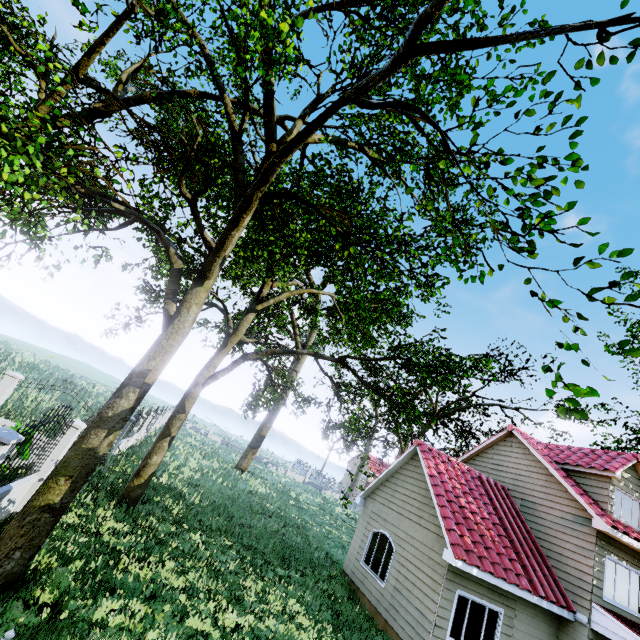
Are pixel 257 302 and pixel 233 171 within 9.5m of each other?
yes

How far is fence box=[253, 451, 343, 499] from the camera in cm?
4812

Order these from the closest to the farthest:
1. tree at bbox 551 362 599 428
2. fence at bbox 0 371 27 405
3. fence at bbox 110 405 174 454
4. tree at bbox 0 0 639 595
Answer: tree at bbox 551 362 599 428 < tree at bbox 0 0 639 595 < fence at bbox 0 371 27 405 < fence at bbox 110 405 174 454

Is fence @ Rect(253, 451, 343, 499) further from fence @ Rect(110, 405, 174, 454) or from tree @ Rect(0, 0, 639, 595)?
fence @ Rect(110, 405, 174, 454)

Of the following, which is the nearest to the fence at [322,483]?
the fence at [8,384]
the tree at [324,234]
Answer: the tree at [324,234]

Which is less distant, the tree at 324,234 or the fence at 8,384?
the tree at 324,234

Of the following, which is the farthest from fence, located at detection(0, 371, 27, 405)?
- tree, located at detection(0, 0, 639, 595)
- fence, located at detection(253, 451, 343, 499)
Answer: fence, located at detection(253, 451, 343, 499)
